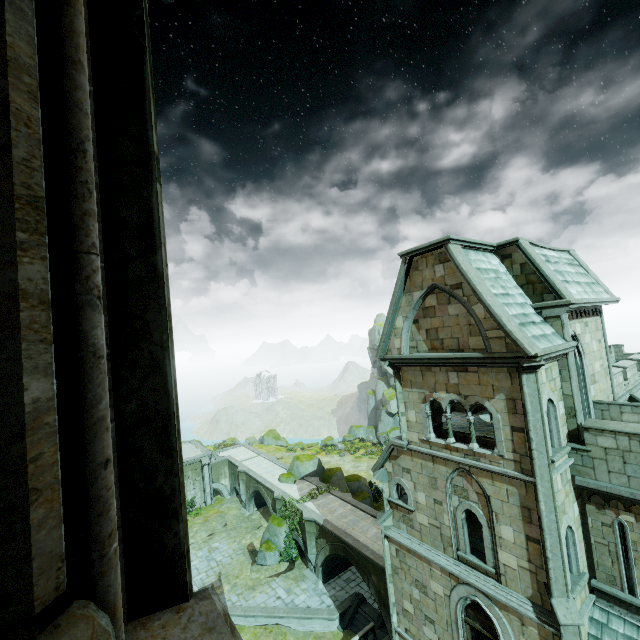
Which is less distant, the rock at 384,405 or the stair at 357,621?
the stair at 357,621

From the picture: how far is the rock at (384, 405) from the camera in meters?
56.7 m

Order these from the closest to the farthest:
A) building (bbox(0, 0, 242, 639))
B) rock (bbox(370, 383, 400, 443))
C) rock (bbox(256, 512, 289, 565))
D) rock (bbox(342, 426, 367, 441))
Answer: building (bbox(0, 0, 242, 639)) < rock (bbox(256, 512, 289, 565)) < rock (bbox(370, 383, 400, 443)) < rock (bbox(342, 426, 367, 441))

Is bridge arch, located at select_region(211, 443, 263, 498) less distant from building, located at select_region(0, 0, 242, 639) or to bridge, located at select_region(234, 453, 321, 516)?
bridge, located at select_region(234, 453, 321, 516)

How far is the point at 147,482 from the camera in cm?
101

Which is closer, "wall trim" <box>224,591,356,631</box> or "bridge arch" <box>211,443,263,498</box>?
"wall trim" <box>224,591,356,631</box>

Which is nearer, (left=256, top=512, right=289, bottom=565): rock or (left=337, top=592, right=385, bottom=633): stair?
(left=337, top=592, right=385, bottom=633): stair

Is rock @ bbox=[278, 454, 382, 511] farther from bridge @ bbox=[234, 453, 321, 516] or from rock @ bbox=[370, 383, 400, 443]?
rock @ bbox=[370, 383, 400, 443]
